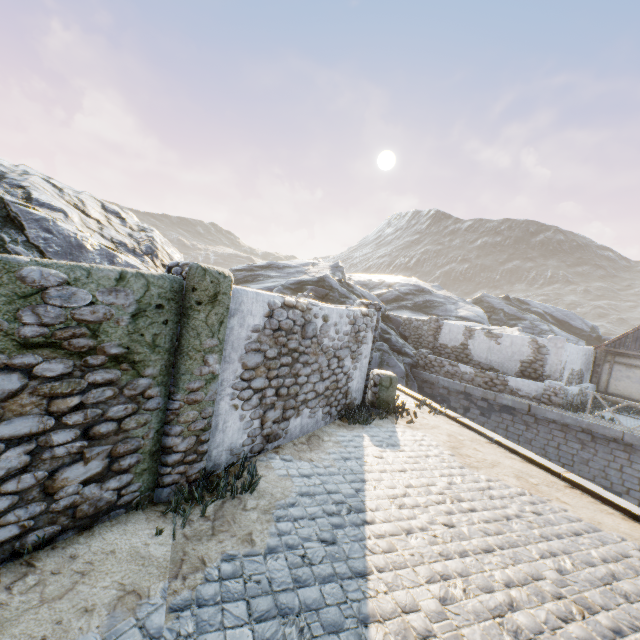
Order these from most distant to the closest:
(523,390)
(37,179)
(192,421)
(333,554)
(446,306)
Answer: (446,306) → (523,390) → (37,179) → (192,421) → (333,554)

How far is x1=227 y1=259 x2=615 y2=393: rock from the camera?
18.95m

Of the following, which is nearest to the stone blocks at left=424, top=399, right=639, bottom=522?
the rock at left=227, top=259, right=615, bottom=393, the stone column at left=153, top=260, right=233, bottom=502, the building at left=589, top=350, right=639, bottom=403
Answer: the rock at left=227, top=259, right=615, bottom=393

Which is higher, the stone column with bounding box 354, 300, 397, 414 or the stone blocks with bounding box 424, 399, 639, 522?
the stone column with bounding box 354, 300, 397, 414

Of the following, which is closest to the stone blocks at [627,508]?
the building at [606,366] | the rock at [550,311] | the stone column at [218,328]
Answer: the rock at [550,311]

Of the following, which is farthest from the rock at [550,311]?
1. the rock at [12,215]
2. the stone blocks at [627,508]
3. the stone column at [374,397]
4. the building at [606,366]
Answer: the stone column at [374,397]

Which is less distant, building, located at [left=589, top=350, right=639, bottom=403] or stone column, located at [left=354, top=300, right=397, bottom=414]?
stone column, located at [left=354, top=300, right=397, bottom=414]

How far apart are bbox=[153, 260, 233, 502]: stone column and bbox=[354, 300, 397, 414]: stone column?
5.1 meters
